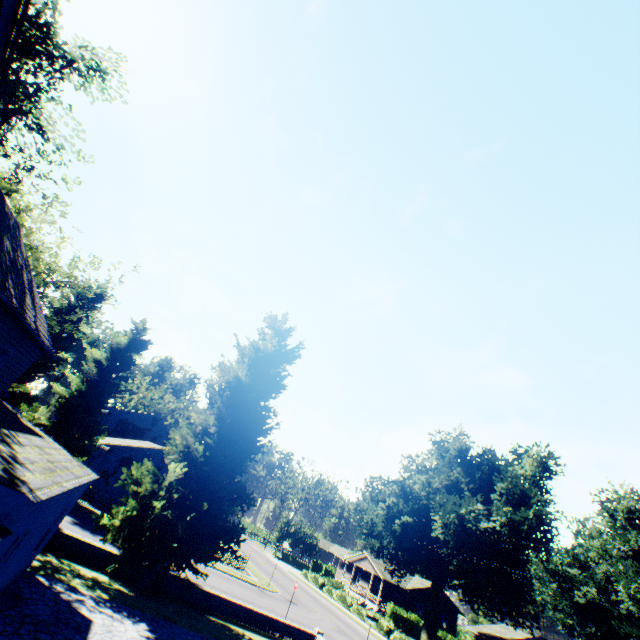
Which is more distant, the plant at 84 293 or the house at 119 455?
the house at 119 455

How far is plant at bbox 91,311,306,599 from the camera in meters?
14.5 m

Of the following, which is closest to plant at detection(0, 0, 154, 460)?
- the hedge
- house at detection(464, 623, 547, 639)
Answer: the hedge

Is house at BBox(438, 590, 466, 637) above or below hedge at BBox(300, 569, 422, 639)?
above

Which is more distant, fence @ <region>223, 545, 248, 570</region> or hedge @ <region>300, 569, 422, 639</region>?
hedge @ <region>300, 569, 422, 639</region>

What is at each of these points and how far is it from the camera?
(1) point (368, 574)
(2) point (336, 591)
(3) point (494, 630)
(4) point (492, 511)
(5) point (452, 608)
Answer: (1) house, 55.7m
(2) hedge, 41.8m
(3) house, 42.6m
(4) plant, 32.4m
(5) house, 49.8m

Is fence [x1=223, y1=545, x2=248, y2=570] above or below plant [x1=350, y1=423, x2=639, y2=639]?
below

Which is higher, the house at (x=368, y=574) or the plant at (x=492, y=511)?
the plant at (x=492, y=511)
